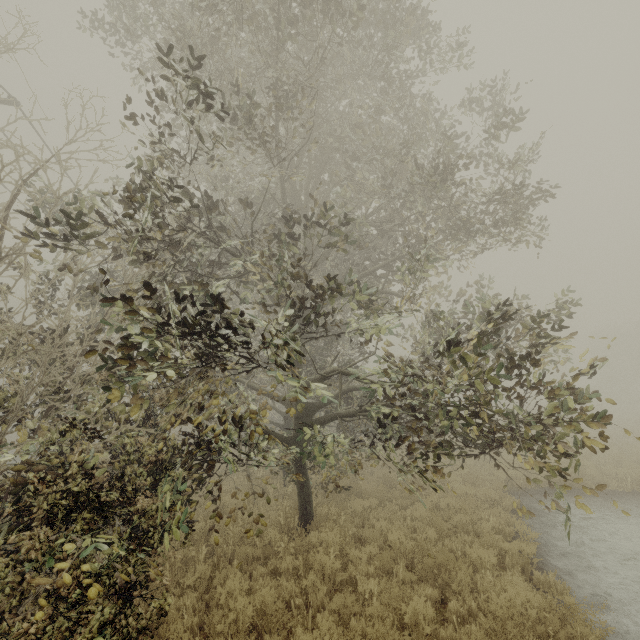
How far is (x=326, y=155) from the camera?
10.55m
